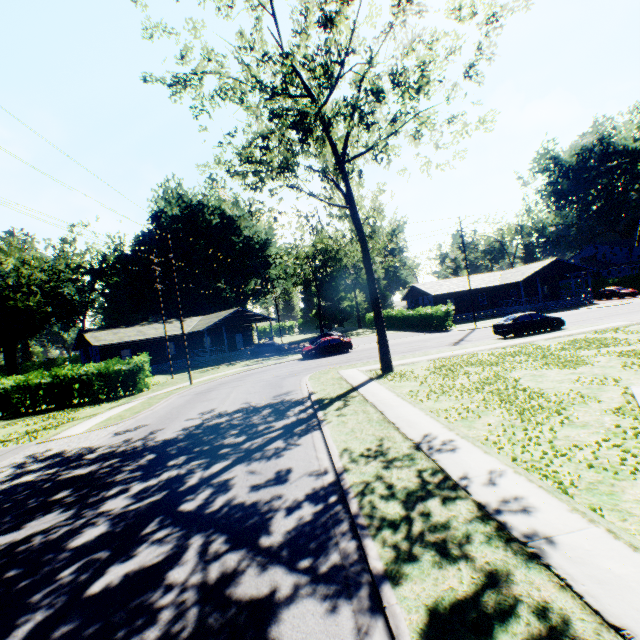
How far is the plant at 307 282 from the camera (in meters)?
48.36

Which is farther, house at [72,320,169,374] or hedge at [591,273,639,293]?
hedge at [591,273,639,293]

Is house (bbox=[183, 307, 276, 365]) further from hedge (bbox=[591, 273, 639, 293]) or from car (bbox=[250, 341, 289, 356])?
hedge (bbox=[591, 273, 639, 293])

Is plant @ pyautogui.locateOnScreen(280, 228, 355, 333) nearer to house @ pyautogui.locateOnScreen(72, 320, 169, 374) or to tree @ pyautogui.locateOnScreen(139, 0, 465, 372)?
tree @ pyautogui.locateOnScreen(139, 0, 465, 372)

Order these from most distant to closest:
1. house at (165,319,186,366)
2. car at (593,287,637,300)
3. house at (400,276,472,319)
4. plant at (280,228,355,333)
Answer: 1. plant at (280,228,355,333)
2. house at (400,276,472,319)
3. car at (593,287,637,300)
4. house at (165,319,186,366)

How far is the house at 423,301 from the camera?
46.4 meters

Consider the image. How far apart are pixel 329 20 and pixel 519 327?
21.5 meters
